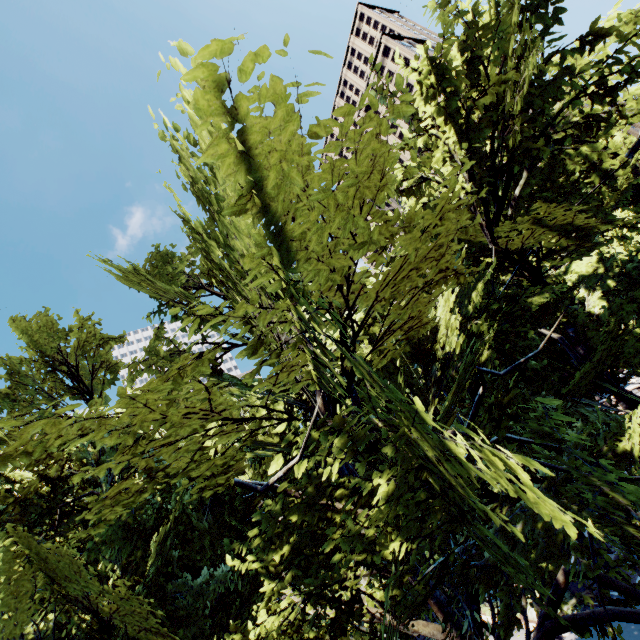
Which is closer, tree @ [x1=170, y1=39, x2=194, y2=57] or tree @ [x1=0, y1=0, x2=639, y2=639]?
tree @ [x1=170, y1=39, x2=194, y2=57]

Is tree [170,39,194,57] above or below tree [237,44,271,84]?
above

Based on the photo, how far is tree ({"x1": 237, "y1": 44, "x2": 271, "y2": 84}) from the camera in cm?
208

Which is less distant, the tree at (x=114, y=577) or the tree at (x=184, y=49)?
the tree at (x=184, y=49)

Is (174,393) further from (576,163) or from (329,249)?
(576,163)

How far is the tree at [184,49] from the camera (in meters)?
2.06
